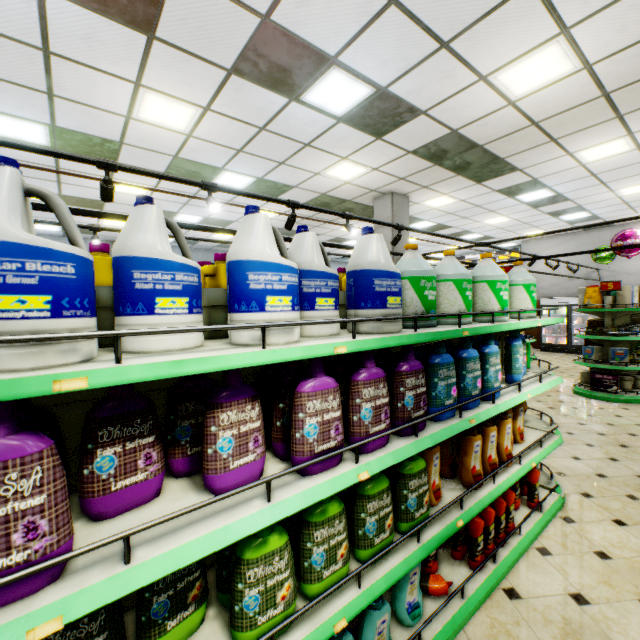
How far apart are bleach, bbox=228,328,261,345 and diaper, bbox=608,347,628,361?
8.05m

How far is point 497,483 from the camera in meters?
2.4 m

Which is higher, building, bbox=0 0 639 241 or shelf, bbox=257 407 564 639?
building, bbox=0 0 639 241

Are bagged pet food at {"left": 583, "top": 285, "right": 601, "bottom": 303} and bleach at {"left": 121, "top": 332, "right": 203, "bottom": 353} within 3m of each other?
no

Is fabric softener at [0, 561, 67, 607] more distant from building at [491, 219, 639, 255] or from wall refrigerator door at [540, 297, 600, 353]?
wall refrigerator door at [540, 297, 600, 353]

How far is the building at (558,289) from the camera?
13.3 meters

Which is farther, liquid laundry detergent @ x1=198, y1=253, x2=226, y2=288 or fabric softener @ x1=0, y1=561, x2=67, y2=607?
liquid laundry detergent @ x1=198, y1=253, x2=226, y2=288

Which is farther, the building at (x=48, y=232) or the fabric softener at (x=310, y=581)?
the building at (x=48, y=232)
